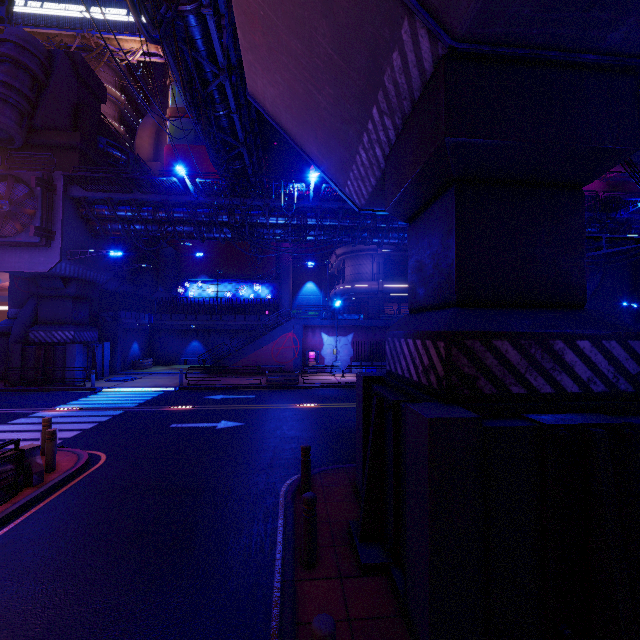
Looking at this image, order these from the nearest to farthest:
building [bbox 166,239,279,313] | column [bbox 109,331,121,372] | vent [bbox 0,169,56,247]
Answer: vent [bbox 0,169,56,247], column [bbox 109,331,121,372], building [bbox 166,239,279,313]

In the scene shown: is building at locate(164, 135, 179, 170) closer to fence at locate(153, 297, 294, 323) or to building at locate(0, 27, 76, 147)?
fence at locate(153, 297, 294, 323)

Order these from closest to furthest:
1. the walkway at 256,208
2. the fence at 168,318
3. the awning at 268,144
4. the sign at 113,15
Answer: the walkway at 256,208, the awning at 268,144, the fence at 168,318, the sign at 113,15

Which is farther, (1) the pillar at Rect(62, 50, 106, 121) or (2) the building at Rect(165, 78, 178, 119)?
(2) the building at Rect(165, 78, 178, 119)

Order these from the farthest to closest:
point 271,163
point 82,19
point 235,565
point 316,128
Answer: point 82,19 < point 271,163 < point 316,128 < point 235,565

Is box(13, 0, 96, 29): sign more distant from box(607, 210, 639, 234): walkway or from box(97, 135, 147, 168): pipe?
box(607, 210, 639, 234): walkway

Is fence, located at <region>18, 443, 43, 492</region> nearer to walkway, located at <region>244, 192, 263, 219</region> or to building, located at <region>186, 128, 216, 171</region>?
walkway, located at <region>244, 192, 263, 219</region>

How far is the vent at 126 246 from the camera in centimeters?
2741cm
